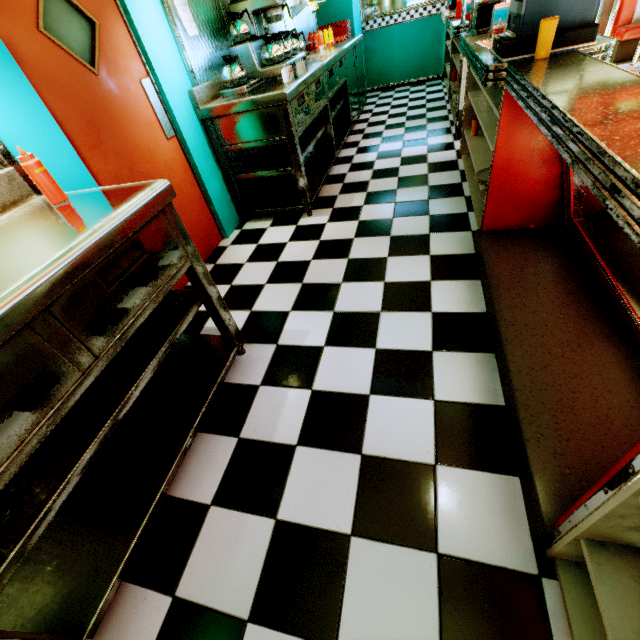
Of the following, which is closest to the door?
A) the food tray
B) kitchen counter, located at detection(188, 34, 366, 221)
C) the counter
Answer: kitchen counter, located at detection(188, 34, 366, 221)

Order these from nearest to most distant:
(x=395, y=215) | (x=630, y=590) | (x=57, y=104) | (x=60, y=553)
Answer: (x=630, y=590), (x=60, y=553), (x=57, y=104), (x=395, y=215)

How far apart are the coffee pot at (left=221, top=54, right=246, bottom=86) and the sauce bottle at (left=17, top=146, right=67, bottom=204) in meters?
2.3

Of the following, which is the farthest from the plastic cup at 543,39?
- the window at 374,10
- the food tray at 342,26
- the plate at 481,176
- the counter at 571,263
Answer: the window at 374,10

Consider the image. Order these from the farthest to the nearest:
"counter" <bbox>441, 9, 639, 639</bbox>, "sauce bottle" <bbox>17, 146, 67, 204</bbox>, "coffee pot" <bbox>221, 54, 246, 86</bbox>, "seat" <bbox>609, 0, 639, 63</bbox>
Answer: "seat" <bbox>609, 0, 639, 63</bbox>
"coffee pot" <bbox>221, 54, 246, 86</bbox>
"sauce bottle" <bbox>17, 146, 67, 204</bbox>
"counter" <bbox>441, 9, 639, 639</bbox>

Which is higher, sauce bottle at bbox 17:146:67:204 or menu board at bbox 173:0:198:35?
menu board at bbox 173:0:198:35

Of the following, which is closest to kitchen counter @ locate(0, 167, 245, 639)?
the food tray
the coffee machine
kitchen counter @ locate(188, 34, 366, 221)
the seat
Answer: kitchen counter @ locate(188, 34, 366, 221)

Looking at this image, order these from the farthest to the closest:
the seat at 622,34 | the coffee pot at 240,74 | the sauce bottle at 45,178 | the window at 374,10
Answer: the window at 374,10 < the seat at 622,34 < the coffee pot at 240,74 < the sauce bottle at 45,178
